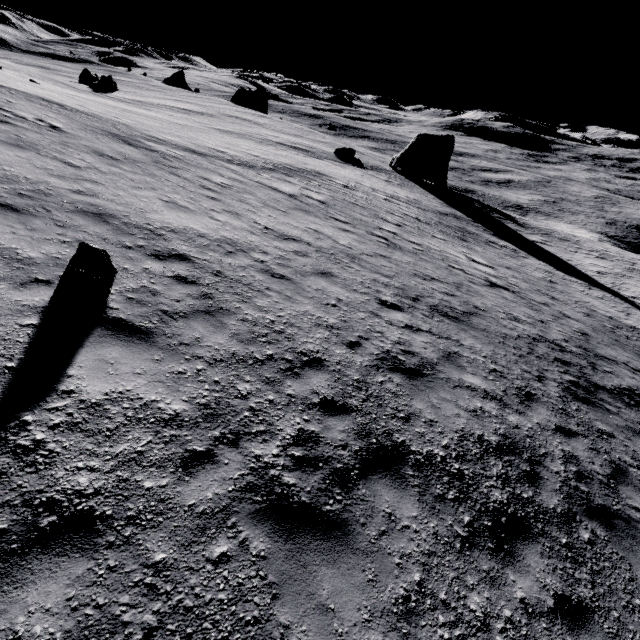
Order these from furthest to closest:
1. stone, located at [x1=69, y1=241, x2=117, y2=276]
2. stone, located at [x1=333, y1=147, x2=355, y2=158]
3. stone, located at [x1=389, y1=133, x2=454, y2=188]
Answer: stone, located at [x1=389, y1=133, x2=454, y2=188] < stone, located at [x1=333, y1=147, x2=355, y2=158] < stone, located at [x1=69, y1=241, x2=117, y2=276]

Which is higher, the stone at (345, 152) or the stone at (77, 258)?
the stone at (77, 258)

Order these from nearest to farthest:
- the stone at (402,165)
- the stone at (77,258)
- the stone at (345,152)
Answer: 1. the stone at (77,258)
2. the stone at (345,152)
3. the stone at (402,165)

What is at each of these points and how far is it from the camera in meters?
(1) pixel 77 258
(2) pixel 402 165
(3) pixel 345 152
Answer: (1) stone, 5.6
(2) stone, 42.7
(3) stone, 41.1

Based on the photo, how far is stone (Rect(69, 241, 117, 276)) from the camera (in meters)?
5.52

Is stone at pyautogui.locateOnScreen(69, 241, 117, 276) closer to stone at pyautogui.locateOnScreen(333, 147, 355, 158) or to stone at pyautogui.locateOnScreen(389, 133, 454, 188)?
stone at pyautogui.locateOnScreen(333, 147, 355, 158)

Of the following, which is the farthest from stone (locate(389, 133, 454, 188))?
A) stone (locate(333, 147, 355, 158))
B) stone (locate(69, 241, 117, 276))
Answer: stone (locate(69, 241, 117, 276))
